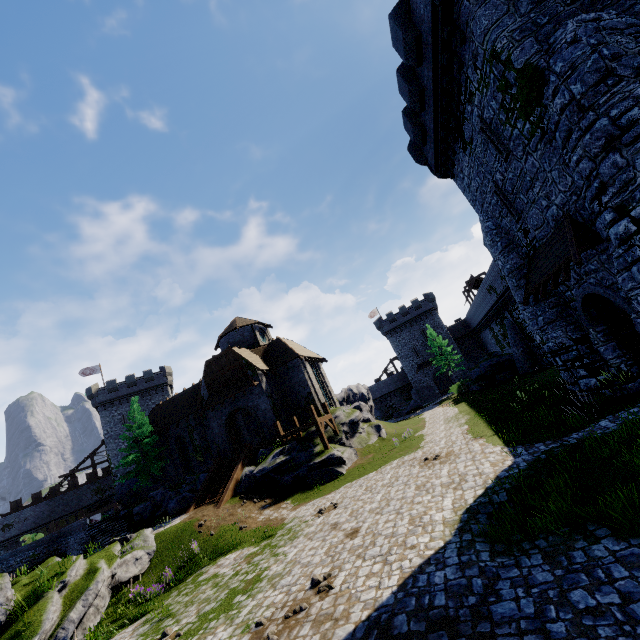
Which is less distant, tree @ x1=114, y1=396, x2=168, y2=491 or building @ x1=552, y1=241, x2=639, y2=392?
building @ x1=552, y1=241, x2=639, y2=392

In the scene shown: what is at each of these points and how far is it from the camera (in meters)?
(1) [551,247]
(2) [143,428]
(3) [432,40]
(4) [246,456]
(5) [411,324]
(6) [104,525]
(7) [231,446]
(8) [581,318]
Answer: (1) awning, 11.55
(2) tree, 31.00
(3) building, 11.60
(4) stairs, 23.58
(5) building, 58.38
(6) stairs, 24.83
(7) double door, 27.61
(8) building, 12.93

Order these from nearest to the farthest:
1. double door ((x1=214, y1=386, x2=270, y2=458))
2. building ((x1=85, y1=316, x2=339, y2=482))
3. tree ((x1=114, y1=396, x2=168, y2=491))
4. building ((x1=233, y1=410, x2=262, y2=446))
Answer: double door ((x1=214, y1=386, x2=270, y2=458)) < building ((x1=85, y1=316, x2=339, y2=482)) < tree ((x1=114, y1=396, x2=168, y2=491)) < building ((x1=233, y1=410, x2=262, y2=446))

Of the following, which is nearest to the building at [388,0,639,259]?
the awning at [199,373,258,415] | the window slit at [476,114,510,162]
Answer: the window slit at [476,114,510,162]

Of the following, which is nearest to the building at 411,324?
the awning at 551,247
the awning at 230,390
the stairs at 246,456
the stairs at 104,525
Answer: the awning at 230,390

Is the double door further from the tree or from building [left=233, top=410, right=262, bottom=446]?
the tree

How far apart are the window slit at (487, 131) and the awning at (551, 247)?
3.1m

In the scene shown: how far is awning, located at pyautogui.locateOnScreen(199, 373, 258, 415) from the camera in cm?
2741
